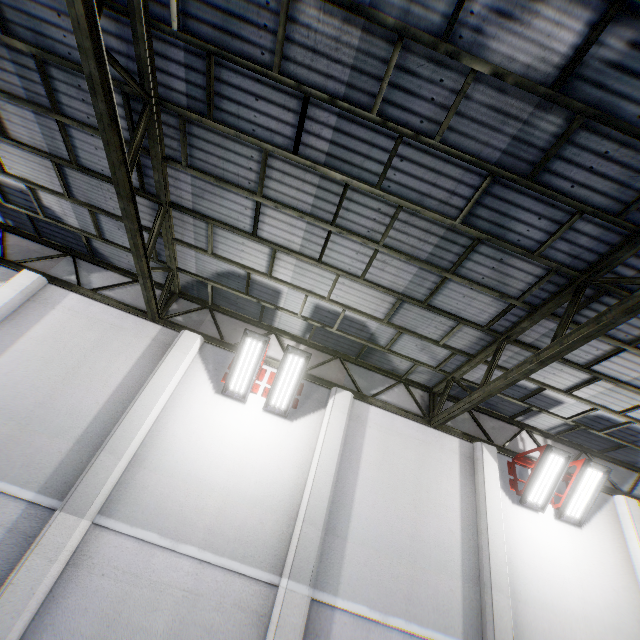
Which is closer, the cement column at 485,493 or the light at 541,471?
the cement column at 485,493

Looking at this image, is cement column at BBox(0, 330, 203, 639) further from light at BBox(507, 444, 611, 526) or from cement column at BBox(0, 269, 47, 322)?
Answer: light at BBox(507, 444, 611, 526)

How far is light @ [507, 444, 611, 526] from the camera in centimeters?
754cm

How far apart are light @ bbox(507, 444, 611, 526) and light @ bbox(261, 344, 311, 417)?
5.6m

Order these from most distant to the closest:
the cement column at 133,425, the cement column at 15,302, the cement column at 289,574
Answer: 1. the cement column at 15,302
2. the cement column at 289,574
3. the cement column at 133,425

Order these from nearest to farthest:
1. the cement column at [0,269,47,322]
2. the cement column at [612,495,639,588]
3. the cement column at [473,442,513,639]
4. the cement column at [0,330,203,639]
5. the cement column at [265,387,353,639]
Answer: the cement column at [0,330,203,639] → the cement column at [265,387,353,639] → the cement column at [473,442,513,639] → the cement column at [0,269,47,322] → the cement column at [612,495,639,588]

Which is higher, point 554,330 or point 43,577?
point 554,330

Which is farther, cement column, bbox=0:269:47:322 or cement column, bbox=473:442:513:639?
cement column, bbox=0:269:47:322
